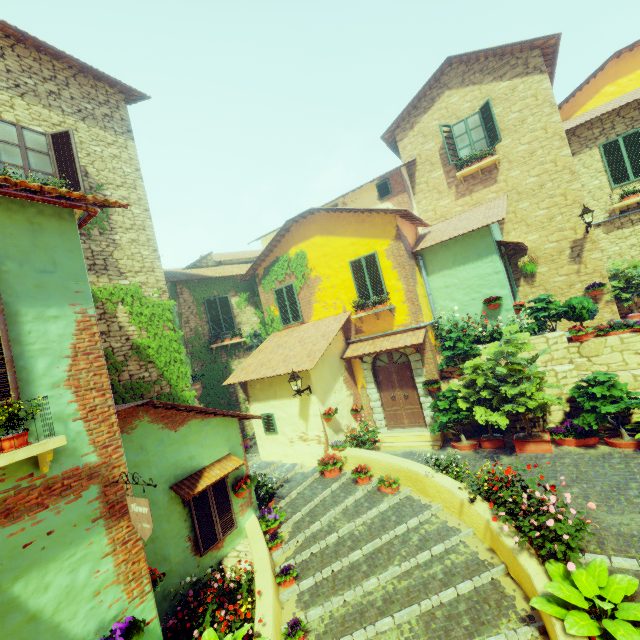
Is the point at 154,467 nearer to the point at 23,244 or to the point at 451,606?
the point at 23,244

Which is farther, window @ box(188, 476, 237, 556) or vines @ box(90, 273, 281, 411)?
vines @ box(90, 273, 281, 411)

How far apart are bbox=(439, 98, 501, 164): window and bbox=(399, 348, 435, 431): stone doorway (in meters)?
7.41

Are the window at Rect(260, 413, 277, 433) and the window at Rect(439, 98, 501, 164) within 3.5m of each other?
no

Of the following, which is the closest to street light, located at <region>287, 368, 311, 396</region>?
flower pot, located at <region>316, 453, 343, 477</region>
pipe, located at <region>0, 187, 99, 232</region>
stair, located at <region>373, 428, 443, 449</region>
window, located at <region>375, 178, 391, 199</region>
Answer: flower pot, located at <region>316, 453, 343, 477</region>

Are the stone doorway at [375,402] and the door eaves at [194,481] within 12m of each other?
yes

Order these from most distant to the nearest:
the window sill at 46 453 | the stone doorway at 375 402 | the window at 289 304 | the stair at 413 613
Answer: the window at 289 304
the stone doorway at 375 402
the stair at 413 613
the window sill at 46 453

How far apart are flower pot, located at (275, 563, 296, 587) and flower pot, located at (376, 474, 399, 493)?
2.92m
